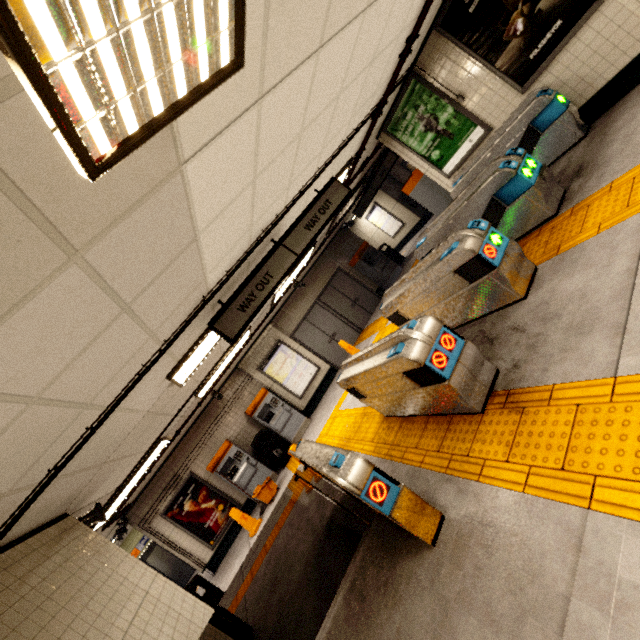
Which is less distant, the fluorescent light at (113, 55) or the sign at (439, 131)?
the fluorescent light at (113, 55)

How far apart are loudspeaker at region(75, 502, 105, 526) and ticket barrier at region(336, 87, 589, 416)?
4.97m

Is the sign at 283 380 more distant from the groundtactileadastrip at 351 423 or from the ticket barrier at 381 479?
the ticket barrier at 381 479

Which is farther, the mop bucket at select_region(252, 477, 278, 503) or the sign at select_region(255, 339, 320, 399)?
the sign at select_region(255, 339, 320, 399)

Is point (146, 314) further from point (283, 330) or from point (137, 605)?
point (283, 330)

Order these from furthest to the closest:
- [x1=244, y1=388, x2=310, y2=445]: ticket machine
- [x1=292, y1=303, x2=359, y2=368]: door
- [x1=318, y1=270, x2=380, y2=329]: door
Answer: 1. [x1=318, y1=270, x2=380, y2=329]: door
2. [x1=292, y1=303, x2=359, y2=368]: door
3. [x1=244, y1=388, x2=310, y2=445]: ticket machine

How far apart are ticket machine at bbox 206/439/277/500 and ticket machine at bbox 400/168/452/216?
8.2m

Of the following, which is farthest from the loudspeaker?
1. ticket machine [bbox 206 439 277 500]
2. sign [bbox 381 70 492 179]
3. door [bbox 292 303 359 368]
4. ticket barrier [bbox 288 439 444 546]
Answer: sign [bbox 381 70 492 179]
